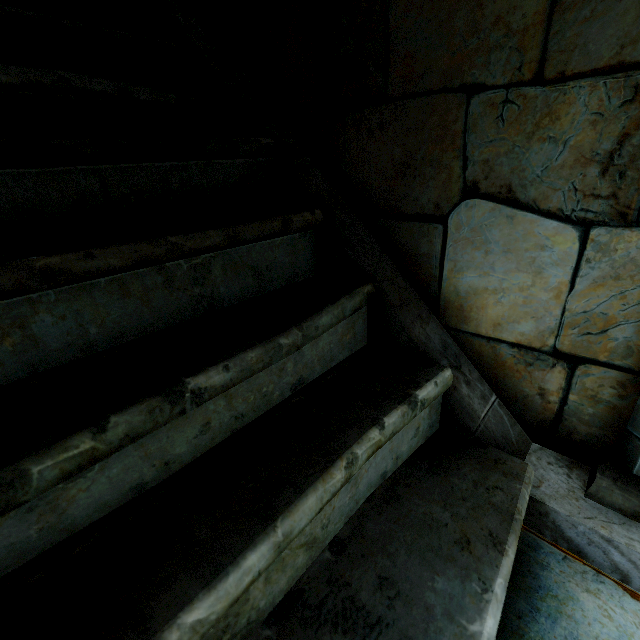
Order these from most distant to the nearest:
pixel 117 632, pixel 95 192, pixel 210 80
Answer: pixel 210 80 → pixel 95 192 → pixel 117 632
